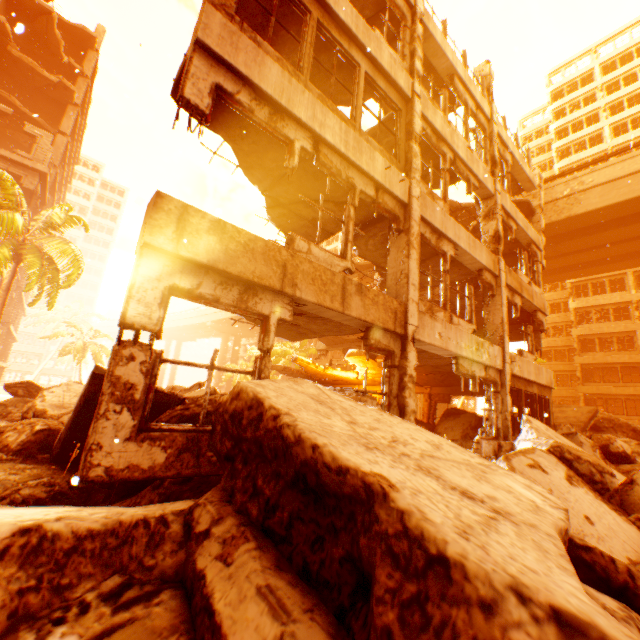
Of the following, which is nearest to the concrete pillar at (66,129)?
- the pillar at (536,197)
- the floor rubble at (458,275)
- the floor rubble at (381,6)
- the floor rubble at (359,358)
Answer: the floor rubble at (381,6)

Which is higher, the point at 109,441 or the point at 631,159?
the point at 631,159

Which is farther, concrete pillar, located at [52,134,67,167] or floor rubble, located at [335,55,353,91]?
concrete pillar, located at [52,134,67,167]

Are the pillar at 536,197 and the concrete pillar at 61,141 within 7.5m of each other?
no

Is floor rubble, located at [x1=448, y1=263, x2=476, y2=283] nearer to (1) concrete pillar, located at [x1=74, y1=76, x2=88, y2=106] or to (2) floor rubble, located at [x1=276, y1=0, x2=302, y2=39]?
(2) floor rubble, located at [x1=276, y1=0, x2=302, y2=39]

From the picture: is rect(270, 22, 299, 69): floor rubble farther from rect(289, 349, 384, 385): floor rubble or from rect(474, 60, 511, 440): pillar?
rect(289, 349, 384, 385): floor rubble

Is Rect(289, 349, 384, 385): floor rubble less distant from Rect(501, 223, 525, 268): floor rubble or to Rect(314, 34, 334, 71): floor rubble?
Rect(501, 223, 525, 268): floor rubble

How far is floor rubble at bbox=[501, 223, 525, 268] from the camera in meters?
13.7 m
